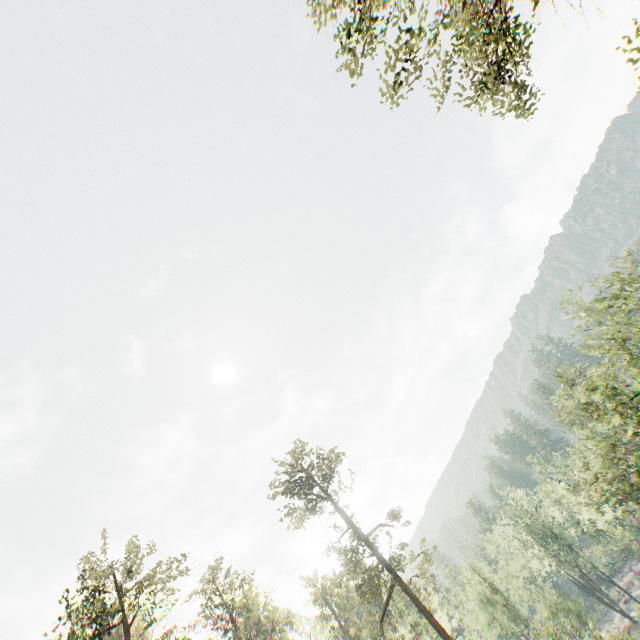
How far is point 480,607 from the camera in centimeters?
4609cm

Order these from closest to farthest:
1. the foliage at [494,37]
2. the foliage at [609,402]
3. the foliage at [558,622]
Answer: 1. the foliage at [494,37]
2. the foliage at [609,402]
3. the foliage at [558,622]

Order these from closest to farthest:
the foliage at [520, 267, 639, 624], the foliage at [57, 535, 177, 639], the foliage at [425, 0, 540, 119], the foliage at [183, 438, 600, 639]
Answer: the foliage at [425, 0, 540, 119], the foliage at [520, 267, 639, 624], the foliage at [57, 535, 177, 639], the foliage at [183, 438, 600, 639]

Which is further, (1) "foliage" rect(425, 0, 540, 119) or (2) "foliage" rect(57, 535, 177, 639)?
(2) "foliage" rect(57, 535, 177, 639)

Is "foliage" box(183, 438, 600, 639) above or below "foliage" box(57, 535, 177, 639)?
below

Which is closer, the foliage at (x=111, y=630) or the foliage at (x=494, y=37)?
the foliage at (x=494, y=37)
